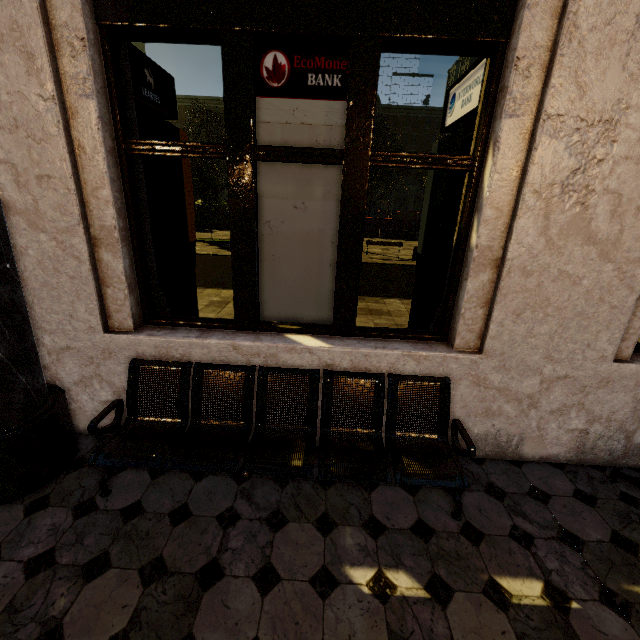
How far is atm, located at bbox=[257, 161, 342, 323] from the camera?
2.8 meters

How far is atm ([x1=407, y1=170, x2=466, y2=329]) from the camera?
3.0m

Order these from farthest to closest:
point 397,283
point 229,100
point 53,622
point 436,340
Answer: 1. point 397,283
2. point 436,340
3. point 229,100
4. point 53,622

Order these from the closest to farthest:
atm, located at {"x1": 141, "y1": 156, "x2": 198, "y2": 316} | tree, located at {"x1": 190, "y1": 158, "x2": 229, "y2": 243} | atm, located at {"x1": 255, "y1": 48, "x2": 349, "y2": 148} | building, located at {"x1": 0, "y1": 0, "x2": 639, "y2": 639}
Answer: building, located at {"x1": 0, "y1": 0, "x2": 639, "y2": 639}
atm, located at {"x1": 255, "y1": 48, "x2": 349, "y2": 148}
atm, located at {"x1": 141, "y1": 156, "x2": 198, "y2": 316}
tree, located at {"x1": 190, "y1": 158, "x2": 229, "y2": 243}

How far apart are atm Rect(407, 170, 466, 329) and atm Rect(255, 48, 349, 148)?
0.8 meters

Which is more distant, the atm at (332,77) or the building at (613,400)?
the atm at (332,77)

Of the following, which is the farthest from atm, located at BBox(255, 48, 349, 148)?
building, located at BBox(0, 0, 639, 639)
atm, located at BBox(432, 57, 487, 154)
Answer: atm, located at BBox(432, 57, 487, 154)

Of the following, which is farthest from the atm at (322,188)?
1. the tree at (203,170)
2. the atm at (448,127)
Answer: the tree at (203,170)
